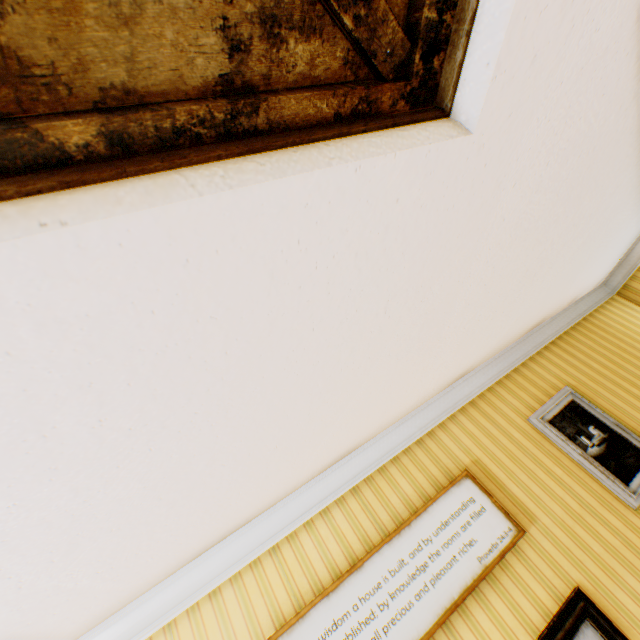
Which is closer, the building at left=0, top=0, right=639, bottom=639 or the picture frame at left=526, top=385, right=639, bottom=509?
the building at left=0, top=0, right=639, bottom=639

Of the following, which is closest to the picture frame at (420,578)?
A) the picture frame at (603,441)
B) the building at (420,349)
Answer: the building at (420,349)

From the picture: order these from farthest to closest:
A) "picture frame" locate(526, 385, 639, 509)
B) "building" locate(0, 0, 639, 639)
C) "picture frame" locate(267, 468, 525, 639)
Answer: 1. "picture frame" locate(526, 385, 639, 509)
2. "picture frame" locate(267, 468, 525, 639)
3. "building" locate(0, 0, 639, 639)

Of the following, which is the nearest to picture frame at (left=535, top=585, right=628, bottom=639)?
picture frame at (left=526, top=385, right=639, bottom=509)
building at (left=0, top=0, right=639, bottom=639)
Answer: building at (left=0, top=0, right=639, bottom=639)

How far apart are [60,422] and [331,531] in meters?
2.3 m

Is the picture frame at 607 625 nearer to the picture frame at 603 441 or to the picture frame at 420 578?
the picture frame at 420 578

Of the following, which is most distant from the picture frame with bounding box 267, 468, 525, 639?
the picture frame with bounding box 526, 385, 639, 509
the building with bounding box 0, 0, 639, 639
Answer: the picture frame with bounding box 526, 385, 639, 509
